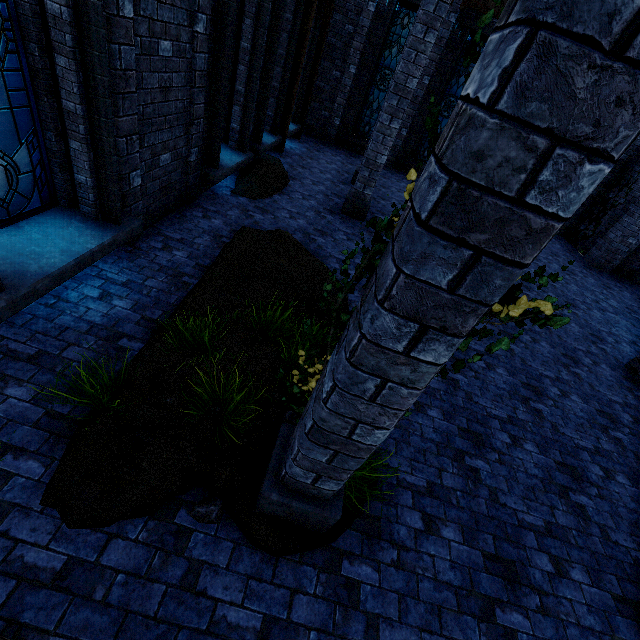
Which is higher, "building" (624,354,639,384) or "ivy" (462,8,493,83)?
"ivy" (462,8,493,83)

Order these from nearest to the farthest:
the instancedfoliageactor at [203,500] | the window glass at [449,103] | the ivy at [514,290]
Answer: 1. the ivy at [514,290]
2. the instancedfoliageactor at [203,500]
3. the window glass at [449,103]

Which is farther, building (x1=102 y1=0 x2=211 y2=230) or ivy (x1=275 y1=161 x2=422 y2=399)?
building (x1=102 y1=0 x2=211 y2=230)

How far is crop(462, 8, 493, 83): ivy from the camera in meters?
1.3 m

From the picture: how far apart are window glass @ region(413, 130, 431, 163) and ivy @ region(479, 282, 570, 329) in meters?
15.5 m

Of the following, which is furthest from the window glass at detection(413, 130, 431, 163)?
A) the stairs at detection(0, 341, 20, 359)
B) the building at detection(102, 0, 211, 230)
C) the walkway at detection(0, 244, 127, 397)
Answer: the stairs at detection(0, 341, 20, 359)

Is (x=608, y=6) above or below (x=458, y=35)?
below

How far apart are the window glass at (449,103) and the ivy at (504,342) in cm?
1554
